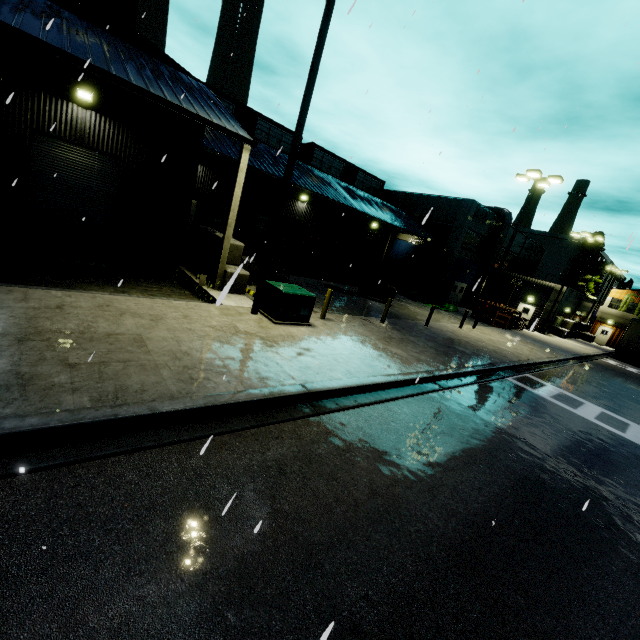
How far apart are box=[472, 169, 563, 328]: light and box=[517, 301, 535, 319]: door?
15.95m

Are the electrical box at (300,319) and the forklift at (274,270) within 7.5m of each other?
yes

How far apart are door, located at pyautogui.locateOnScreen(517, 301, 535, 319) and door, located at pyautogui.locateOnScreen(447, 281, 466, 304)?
5.45m

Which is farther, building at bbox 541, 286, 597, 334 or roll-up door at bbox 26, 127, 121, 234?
building at bbox 541, 286, 597, 334

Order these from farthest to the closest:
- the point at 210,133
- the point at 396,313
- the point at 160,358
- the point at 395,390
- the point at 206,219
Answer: the point at 206,219
the point at 396,313
the point at 210,133
the point at 395,390
the point at 160,358

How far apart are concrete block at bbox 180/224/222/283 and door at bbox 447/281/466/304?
26.1m

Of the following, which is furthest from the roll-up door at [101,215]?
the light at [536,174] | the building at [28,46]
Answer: the light at [536,174]

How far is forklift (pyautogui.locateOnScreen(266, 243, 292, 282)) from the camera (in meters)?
15.75
